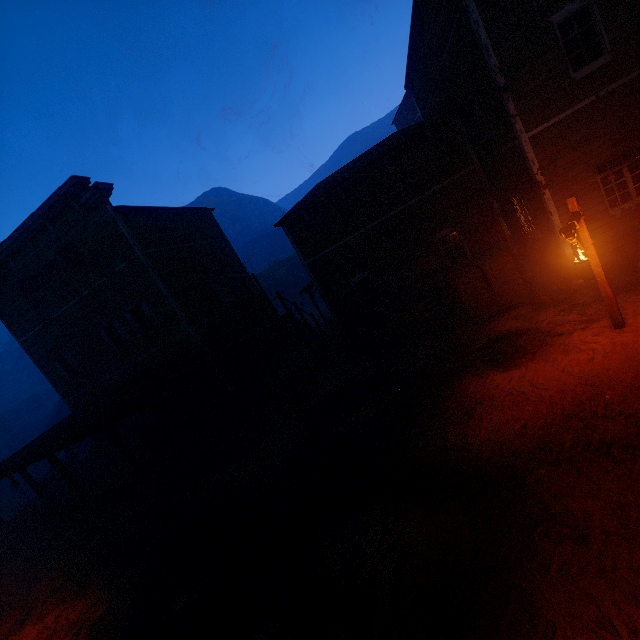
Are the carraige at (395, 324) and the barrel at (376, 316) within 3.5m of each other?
yes

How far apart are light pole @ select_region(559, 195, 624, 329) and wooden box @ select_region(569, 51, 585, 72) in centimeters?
457cm

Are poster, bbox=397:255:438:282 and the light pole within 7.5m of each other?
yes

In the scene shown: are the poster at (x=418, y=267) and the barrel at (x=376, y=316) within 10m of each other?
yes

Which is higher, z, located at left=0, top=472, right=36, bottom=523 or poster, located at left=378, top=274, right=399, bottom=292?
poster, located at left=378, top=274, right=399, bottom=292

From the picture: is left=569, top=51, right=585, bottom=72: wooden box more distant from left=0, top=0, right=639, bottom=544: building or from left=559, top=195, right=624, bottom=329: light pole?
left=559, top=195, right=624, bottom=329: light pole

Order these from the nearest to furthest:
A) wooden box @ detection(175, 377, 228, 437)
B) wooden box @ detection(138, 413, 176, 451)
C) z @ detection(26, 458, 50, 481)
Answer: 1. wooden box @ detection(175, 377, 228, 437)
2. wooden box @ detection(138, 413, 176, 451)
3. z @ detection(26, 458, 50, 481)

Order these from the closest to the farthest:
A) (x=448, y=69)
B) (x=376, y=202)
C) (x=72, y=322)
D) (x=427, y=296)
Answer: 1. (x=448, y=69)
2. (x=376, y=202)
3. (x=427, y=296)
4. (x=72, y=322)
